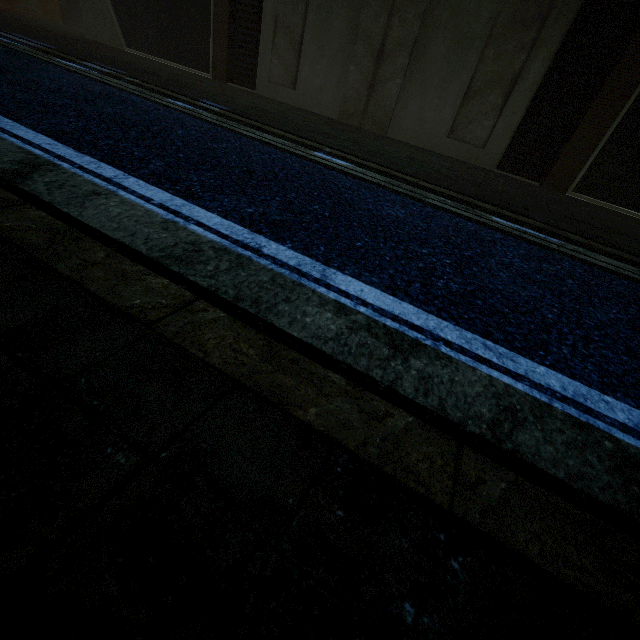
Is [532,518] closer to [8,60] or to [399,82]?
[8,60]
